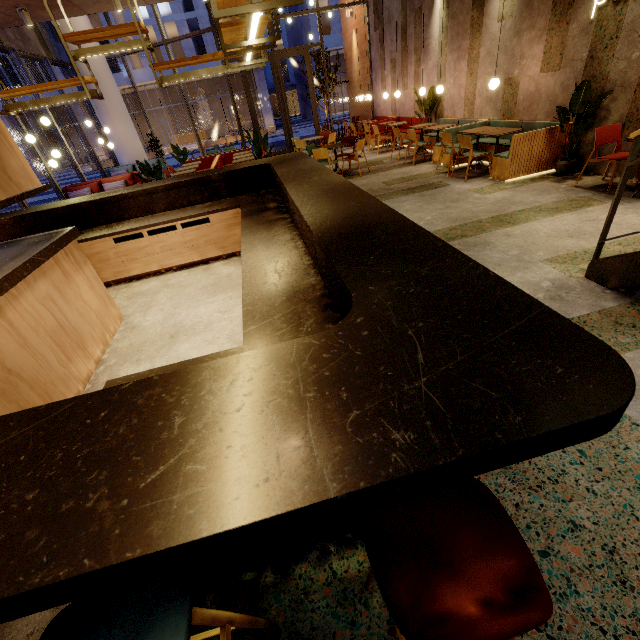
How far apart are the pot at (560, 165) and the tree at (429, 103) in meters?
5.0

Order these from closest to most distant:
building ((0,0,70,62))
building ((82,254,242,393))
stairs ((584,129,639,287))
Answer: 1. stairs ((584,129,639,287))
2. building ((82,254,242,393))
3. building ((0,0,70,62))

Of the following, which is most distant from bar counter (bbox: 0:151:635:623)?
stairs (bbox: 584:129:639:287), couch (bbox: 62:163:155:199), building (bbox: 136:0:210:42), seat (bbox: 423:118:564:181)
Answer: building (bbox: 136:0:210:42)

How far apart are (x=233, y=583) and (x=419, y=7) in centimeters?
1356cm

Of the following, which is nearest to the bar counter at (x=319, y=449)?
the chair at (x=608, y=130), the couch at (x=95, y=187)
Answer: the chair at (x=608, y=130)

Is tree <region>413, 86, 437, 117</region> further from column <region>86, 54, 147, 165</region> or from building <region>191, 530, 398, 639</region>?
column <region>86, 54, 147, 165</region>

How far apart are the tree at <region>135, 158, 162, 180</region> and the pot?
8.5 meters

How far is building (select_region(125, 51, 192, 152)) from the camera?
30.0 meters
